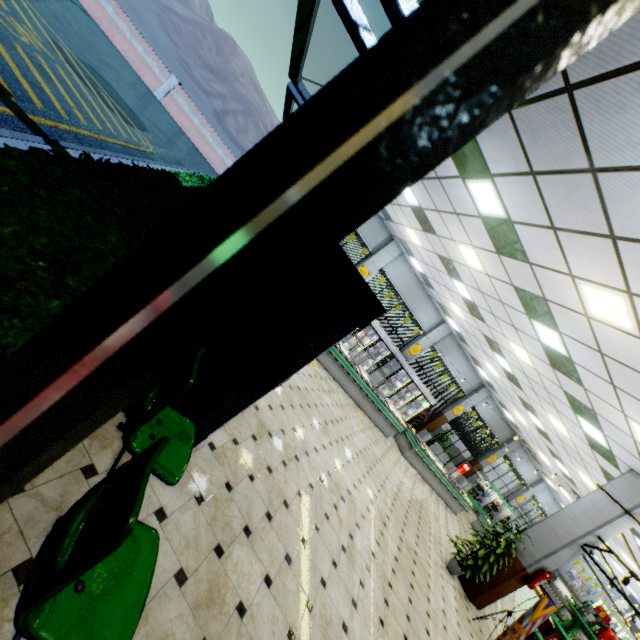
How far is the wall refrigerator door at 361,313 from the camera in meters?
2.6 m

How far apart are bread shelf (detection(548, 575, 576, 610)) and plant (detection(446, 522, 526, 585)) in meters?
25.9

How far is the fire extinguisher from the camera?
7.46m

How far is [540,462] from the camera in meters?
18.4

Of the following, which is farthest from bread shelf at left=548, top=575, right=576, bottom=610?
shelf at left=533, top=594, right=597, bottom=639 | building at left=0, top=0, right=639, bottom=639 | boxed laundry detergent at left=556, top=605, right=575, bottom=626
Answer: boxed laundry detergent at left=556, top=605, right=575, bottom=626

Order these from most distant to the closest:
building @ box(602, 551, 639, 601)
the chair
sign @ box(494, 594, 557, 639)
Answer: building @ box(602, 551, 639, 601) → sign @ box(494, 594, 557, 639) → the chair

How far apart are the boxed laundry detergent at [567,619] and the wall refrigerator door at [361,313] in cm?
1151

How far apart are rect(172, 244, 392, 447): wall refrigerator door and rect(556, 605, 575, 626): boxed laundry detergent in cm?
1151
